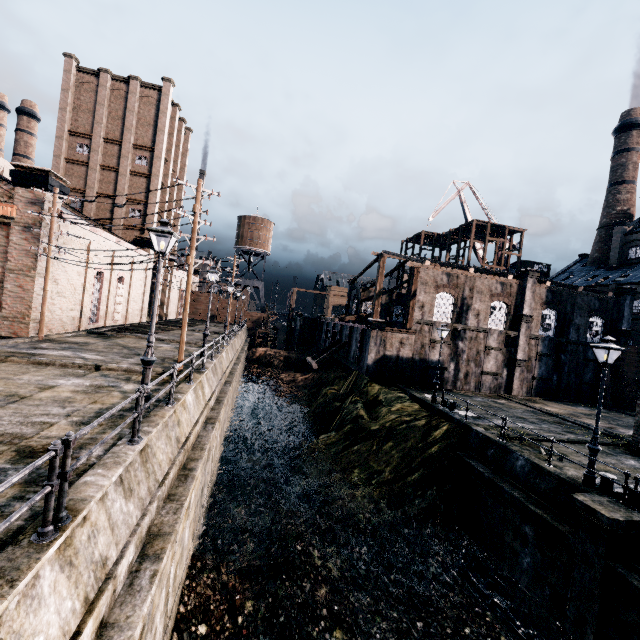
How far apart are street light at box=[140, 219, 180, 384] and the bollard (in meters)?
16.98

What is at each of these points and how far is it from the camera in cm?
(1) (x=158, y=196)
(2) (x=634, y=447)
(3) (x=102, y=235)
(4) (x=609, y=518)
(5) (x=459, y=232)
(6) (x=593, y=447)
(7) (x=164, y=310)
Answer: (1) building, 3934
(2) building, 1817
(3) building, 2653
(4) column, 1029
(5) wooden scaffolding, 5069
(6) street light, 1244
(7) building, 4616

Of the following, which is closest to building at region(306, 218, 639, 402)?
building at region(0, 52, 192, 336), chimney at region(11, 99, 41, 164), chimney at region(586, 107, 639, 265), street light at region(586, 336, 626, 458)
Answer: chimney at region(586, 107, 639, 265)

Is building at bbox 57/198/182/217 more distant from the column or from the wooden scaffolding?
the wooden scaffolding

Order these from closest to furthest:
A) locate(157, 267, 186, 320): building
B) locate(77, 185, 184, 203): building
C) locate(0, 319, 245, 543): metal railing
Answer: locate(0, 319, 245, 543): metal railing
locate(77, 185, 184, 203): building
locate(157, 267, 186, 320): building

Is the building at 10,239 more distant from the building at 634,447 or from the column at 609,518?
the column at 609,518

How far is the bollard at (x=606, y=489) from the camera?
12.1 meters

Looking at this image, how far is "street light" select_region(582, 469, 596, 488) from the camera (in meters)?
12.41
